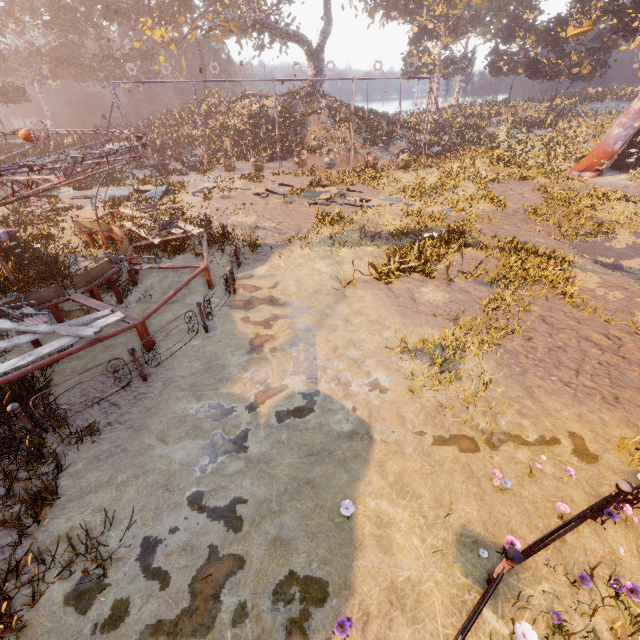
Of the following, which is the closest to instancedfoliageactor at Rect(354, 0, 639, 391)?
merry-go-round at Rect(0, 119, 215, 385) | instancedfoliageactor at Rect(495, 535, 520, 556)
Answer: merry-go-round at Rect(0, 119, 215, 385)

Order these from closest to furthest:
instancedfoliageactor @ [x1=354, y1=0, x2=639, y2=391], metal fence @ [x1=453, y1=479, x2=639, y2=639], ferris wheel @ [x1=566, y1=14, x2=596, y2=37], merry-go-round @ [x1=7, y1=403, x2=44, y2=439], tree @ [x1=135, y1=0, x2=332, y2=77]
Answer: metal fence @ [x1=453, y1=479, x2=639, y2=639], merry-go-round @ [x1=7, y1=403, x2=44, y2=439], instancedfoliageactor @ [x1=354, y1=0, x2=639, y2=391], ferris wheel @ [x1=566, y1=14, x2=596, y2=37], tree @ [x1=135, y1=0, x2=332, y2=77]

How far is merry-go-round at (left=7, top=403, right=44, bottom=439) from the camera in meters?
5.5 m

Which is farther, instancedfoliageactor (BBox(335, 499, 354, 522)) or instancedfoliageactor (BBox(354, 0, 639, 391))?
instancedfoliageactor (BBox(354, 0, 639, 391))

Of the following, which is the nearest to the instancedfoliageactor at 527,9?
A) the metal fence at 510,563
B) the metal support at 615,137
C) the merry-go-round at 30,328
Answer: the metal support at 615,137

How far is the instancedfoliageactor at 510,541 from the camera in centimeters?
415cm

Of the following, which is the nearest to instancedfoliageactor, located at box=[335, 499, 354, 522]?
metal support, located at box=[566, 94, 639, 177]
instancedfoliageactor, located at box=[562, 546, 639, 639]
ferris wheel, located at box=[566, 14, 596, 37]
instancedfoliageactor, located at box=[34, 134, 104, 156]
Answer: instancedfoliageactor, located at box=[562, 546, 639, 639]

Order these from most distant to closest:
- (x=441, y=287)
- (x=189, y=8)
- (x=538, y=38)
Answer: (x=538, y=38)
(x=189, y=8)
(x=441, y=287)
